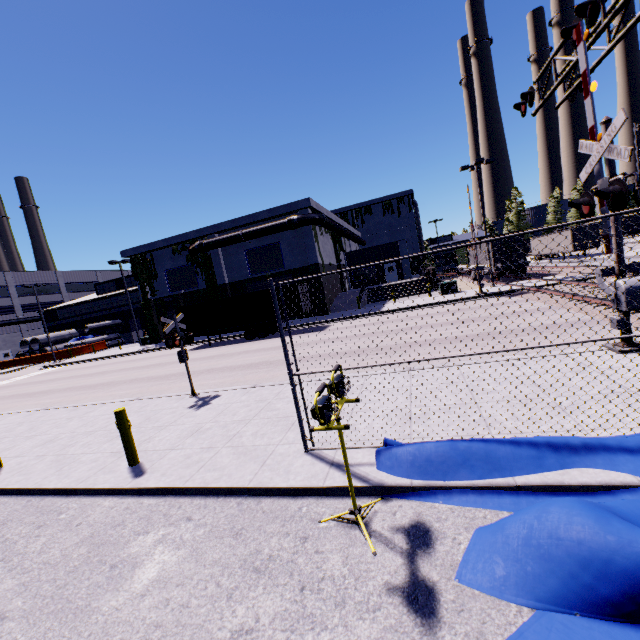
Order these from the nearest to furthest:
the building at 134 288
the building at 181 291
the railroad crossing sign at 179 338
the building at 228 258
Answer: the railroad crossing sign at 179 338
the building at 228 258
the building at 181 291
the building at 134 288

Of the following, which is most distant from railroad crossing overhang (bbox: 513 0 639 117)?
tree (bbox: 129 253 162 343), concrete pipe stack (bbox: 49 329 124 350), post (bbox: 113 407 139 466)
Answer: tree (bbox: 129 253 162 343)

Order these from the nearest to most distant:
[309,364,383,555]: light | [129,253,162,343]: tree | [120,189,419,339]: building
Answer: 1. [309,364,383,555]: light
2. [120,189,419,339]: building
3. [129,253,162,343]: tree

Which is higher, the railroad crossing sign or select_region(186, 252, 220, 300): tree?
select_region(186, 252, 220, 300): tree

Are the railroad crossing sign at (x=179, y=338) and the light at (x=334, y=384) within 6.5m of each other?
no

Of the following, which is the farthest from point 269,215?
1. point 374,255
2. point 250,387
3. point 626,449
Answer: point 626,449

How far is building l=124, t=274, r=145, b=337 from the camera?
47.5 meters

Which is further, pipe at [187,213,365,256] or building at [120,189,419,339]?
building at [120,189,419,339]
